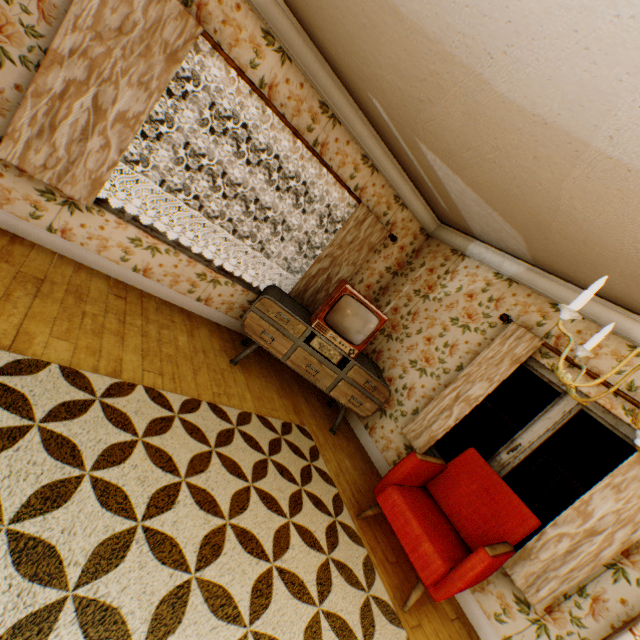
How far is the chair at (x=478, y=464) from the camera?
2.50m

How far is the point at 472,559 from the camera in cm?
244

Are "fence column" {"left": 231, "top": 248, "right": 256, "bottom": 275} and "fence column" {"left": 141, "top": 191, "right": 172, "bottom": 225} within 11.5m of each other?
yes

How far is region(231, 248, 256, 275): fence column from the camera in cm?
1916

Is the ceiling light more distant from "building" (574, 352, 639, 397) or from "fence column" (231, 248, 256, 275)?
"fence column" (231, 248, 256, 275)

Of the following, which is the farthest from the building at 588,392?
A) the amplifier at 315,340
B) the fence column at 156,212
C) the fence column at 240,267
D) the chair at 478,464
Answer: the fence column at 240,267

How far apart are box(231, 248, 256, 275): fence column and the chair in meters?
17.3 m

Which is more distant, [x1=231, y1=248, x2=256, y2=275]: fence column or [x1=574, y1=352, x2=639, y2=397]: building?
[x1=231, y1=248, x2=256, y2=275]: fence column
